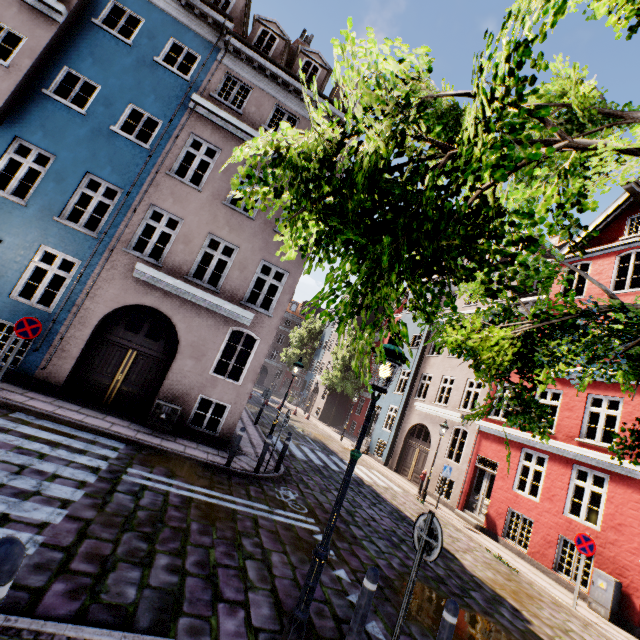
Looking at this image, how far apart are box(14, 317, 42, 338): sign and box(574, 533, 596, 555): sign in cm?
1549

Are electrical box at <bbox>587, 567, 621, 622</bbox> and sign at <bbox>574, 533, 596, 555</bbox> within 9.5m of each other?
yes

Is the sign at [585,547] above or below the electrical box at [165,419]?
above

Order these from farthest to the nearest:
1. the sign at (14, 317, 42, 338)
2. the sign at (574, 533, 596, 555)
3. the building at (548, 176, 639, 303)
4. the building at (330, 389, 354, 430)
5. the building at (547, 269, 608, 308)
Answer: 1. the building at (330, 389, 354, 430)
2. the building at (547, 269, 608, 308)
3. the building at (548, 176, 639, 303)
4. the sign at (574, 533, 596, 555)
5. the sign at (14, 317, 42, 338)

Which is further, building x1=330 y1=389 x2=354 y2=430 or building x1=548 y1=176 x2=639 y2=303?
building x1=330 y1=389 x2=354 y2=430

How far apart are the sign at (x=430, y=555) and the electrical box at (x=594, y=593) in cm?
960

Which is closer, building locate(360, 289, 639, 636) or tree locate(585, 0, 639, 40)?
tree locate(585, 0, 639, 40)

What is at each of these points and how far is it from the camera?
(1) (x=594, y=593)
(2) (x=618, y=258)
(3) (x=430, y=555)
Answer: (1) electrical box, 9.3 meters
(2) building, 13.2 meters
(3) sign, 4.0 meters
